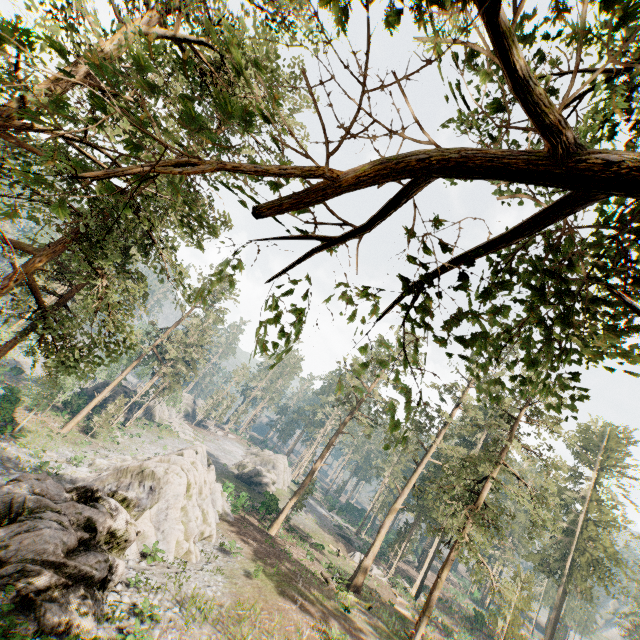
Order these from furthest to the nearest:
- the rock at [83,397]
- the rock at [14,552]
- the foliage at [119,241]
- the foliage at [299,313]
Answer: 1. the rock at [83,397]
2. the rock at [14,552]
3. the foliage at [299,313]
4. the foliage at [119,241]

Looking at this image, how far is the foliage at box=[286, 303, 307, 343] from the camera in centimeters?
287cm

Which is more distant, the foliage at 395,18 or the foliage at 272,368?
the foliage at 272,368

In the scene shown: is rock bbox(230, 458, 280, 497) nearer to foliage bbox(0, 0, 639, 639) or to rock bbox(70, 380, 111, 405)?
foliage bbox(0, 0, 639, 639)

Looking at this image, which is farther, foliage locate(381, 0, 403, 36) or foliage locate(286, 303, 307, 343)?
foliage locate(286, 303, 307, 343)

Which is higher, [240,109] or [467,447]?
[467,447]
